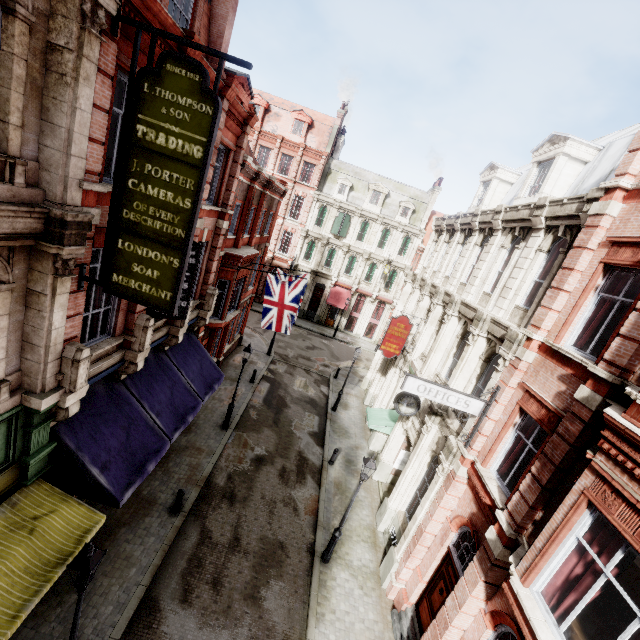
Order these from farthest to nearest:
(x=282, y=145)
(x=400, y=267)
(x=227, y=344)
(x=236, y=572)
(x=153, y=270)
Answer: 1. (x=400, y=267)
2. (x=282, y=145)
3. (x=227, y=344)
4. (x=236, y=572)
5. (x=153, y=270)

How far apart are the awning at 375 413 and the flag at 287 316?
5.97m

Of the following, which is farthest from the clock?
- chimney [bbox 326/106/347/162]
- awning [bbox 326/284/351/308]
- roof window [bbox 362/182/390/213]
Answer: chimney [bbox 326/106/347/162]

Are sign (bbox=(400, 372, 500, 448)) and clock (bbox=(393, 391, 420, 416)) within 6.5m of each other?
yes

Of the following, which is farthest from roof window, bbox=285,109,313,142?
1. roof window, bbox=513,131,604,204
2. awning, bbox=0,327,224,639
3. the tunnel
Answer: the tunnel

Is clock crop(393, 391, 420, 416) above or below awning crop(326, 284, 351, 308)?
above

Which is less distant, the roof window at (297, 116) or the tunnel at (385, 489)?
the tunnel at (385, 489)

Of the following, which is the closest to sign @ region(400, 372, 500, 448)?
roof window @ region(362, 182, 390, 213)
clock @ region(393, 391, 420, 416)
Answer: clock @ region(393, 391, 420, 416)
